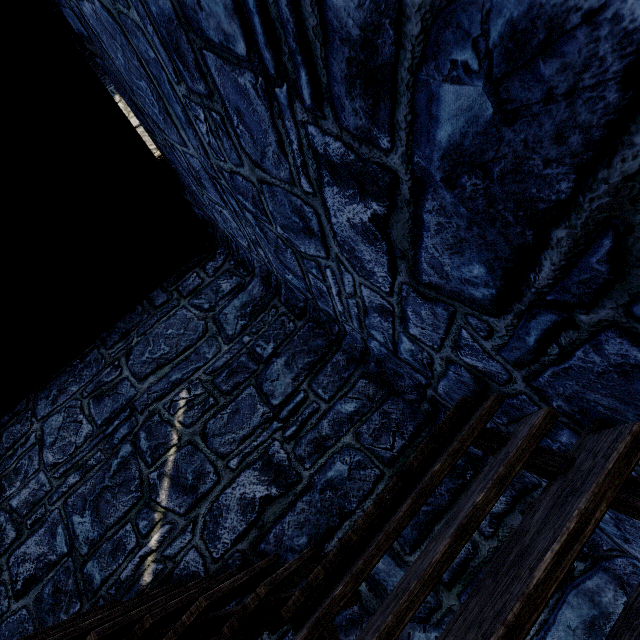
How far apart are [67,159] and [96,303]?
2.09m
